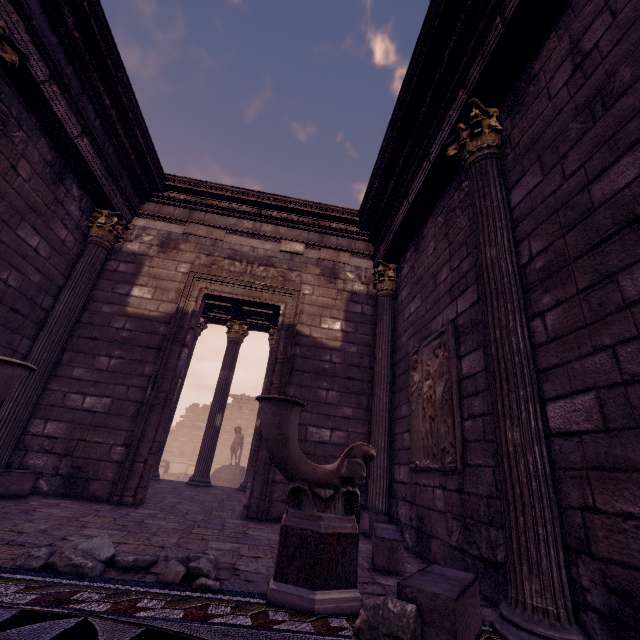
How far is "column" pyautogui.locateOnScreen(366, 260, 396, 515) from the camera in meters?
5.1 m

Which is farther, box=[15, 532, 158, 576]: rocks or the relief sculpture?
the relief sculpture

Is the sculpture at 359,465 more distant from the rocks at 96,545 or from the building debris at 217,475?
the building debris at 217,475

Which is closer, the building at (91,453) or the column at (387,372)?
the building at (91,453)

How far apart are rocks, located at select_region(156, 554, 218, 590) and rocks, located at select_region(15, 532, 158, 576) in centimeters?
22cm

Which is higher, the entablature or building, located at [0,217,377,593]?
the entablature

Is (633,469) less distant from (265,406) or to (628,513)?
(628,513)

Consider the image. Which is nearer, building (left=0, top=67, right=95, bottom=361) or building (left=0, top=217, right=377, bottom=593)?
building (left=0, top=217, right=377, bottom=593)
